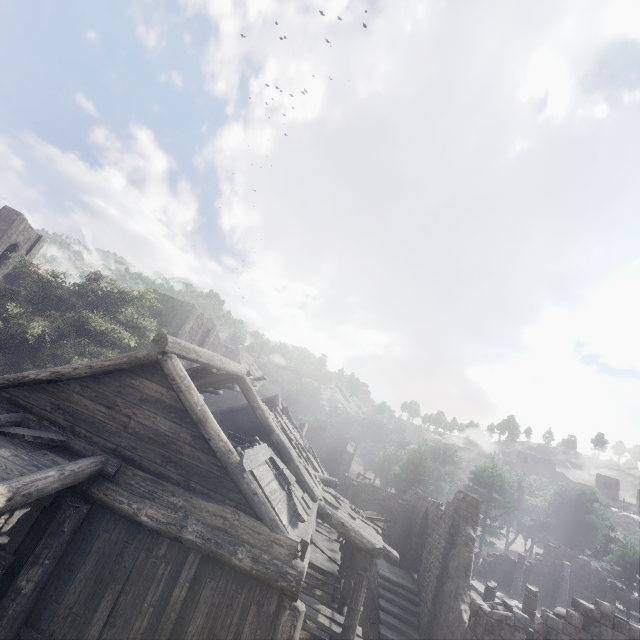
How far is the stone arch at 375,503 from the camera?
23.88m

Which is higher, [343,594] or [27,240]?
[27,240]

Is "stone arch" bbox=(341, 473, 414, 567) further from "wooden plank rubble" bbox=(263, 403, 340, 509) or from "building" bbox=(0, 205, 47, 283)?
"wooden plank rubble" bbox=(263, 403, 340, 509)

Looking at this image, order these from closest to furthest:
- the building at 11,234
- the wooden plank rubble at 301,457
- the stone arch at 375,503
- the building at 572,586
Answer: the building at 572,586 < the wooden plank rubble at 301,457 < the stone arch at 375,503 < the building at 11,234

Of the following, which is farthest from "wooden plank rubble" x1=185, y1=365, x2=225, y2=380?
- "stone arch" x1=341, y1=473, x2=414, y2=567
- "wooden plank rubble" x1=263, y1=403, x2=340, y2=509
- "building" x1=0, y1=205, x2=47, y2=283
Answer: "stone arch" x1=341, y1=473, x2=414, y2=567

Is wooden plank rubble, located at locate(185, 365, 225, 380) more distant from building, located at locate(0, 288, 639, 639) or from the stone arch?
the stone arch

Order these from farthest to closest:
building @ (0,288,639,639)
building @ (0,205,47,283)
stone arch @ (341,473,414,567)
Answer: building @ (0,205,47,283)
stone arch @ (341,473,414,567)
building @ (0,288,639,639)

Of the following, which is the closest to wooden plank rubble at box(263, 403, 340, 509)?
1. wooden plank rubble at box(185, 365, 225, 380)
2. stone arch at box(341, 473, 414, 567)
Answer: wooden plank rubble at box(185, 365, 225, 380)
